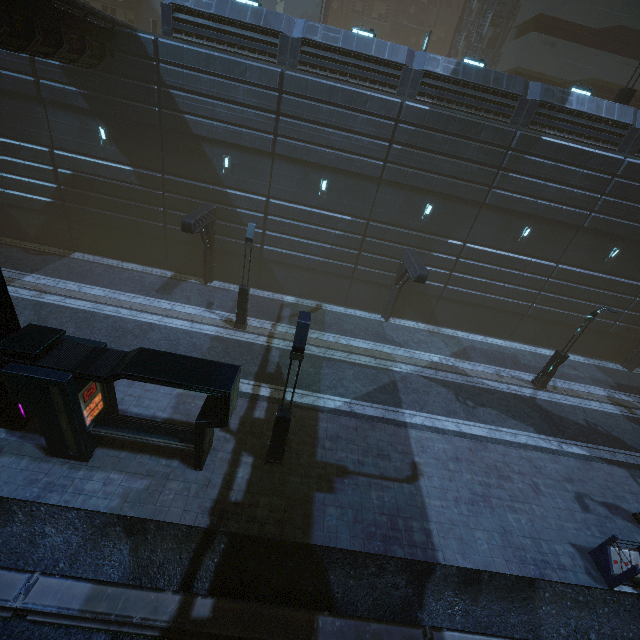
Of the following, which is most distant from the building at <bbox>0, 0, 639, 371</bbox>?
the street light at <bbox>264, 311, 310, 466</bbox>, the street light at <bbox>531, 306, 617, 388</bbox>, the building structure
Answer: the street light at <bbox>531, 306, 617, 388</bbox>

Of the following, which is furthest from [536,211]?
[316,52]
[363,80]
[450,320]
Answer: [316,52]

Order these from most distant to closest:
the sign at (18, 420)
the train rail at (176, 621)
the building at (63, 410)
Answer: the sign at (18, 420), the building at (63, 410), the train rail at (176, 621)

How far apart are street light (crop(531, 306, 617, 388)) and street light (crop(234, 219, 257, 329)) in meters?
16.7 m

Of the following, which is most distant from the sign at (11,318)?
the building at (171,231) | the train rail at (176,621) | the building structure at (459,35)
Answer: the building structure at (459,35)

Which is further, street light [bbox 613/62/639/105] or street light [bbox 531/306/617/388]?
street light [bbox 613/62/639/105]

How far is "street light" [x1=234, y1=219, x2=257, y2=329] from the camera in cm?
1495

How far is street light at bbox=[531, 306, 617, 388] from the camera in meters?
15.9
